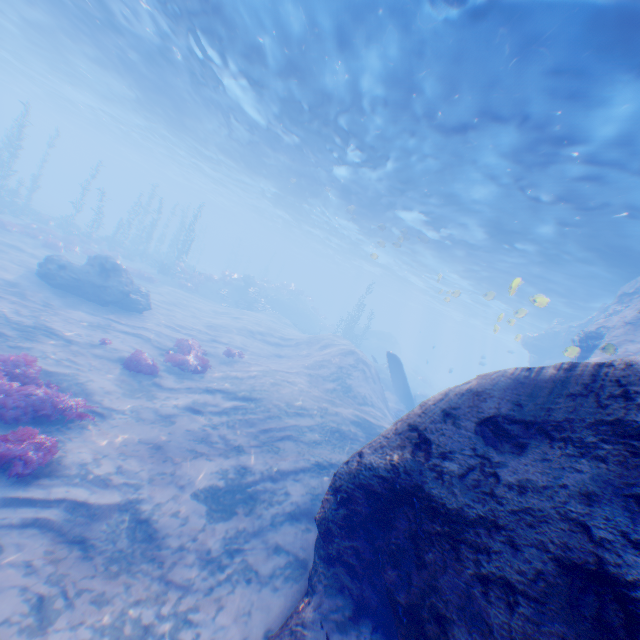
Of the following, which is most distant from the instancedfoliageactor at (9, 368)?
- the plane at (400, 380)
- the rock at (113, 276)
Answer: the plane at (400, 380)

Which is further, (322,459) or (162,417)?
(162,417)

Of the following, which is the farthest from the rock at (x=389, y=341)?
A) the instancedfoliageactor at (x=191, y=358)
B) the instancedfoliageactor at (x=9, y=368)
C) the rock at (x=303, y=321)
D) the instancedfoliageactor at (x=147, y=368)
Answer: the instancedfoliageactor at (x=147, y=368)

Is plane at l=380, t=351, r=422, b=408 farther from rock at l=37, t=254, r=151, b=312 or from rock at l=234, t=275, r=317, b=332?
rock at l=234, t=275, r=317, b=332

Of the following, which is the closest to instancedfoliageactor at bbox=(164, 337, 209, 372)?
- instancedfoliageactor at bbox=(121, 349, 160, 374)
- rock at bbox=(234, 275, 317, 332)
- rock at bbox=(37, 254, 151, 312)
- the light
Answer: instancedfoliageactor at bbox=(121, 349, 160, 374)

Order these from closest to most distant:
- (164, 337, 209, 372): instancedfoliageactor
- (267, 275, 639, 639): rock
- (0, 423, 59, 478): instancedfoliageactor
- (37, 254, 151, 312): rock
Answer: (267, 275, 639, 639): rock
(0, 423, 59, 478): instancedfoliageactor
(164, 337, 209, 372): instancedfoliageactor
(37, 254, 151, 312): rock

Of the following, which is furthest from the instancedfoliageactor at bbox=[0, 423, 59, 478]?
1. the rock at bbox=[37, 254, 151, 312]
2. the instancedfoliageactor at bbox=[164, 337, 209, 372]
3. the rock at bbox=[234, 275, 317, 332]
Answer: the rock at bbox=[234, 275, 317, 332]

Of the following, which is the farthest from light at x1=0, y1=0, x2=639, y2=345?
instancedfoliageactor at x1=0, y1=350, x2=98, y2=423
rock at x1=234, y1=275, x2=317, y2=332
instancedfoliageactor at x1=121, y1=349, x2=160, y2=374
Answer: instancedfoliageactor at x1=121, y1=349, x2=160, y2=374
